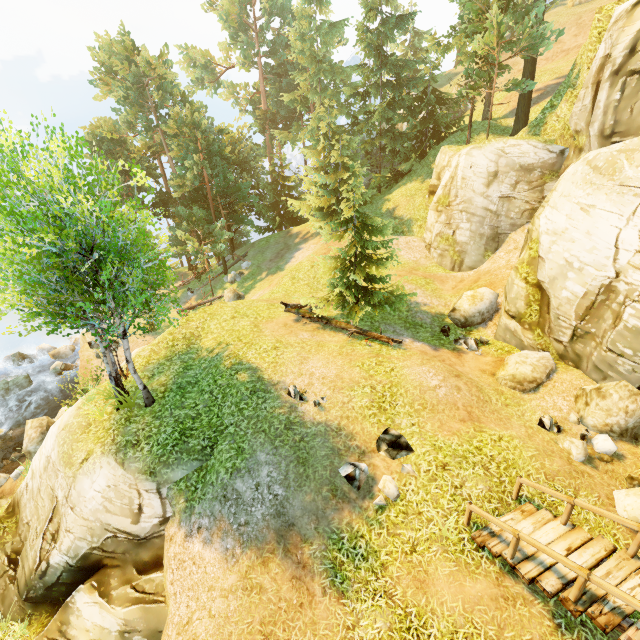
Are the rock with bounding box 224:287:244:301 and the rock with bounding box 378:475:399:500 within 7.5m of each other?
no

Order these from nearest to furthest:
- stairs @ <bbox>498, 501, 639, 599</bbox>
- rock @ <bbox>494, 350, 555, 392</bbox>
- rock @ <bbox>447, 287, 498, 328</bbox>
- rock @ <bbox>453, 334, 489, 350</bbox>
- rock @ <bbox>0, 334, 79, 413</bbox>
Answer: stairs @ <bbox>498, 501, 639, 599</bbox> < rock @ <bbox>494, 350, 555, 392</bbox> < rock @ <bbox>453, 334, 489, 350</bbox> < rock @ <bbox>447, 287, 498, 328</bbox> < rock @ <bbox>0, 334, 79, 413</bbox>

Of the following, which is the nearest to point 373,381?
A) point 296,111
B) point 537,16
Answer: point 537,16

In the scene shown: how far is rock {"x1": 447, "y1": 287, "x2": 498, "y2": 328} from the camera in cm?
1536

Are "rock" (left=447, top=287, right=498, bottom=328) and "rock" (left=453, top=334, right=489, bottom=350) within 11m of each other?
yes

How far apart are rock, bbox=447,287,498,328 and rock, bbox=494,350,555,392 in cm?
270

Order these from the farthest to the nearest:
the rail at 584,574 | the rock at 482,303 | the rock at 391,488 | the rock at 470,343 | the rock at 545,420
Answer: the rock at 482,303, the rock at 470,343, the rock at 545,420, the rock at 391,488, the rail at 584,574

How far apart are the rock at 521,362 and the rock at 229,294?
18.69m
